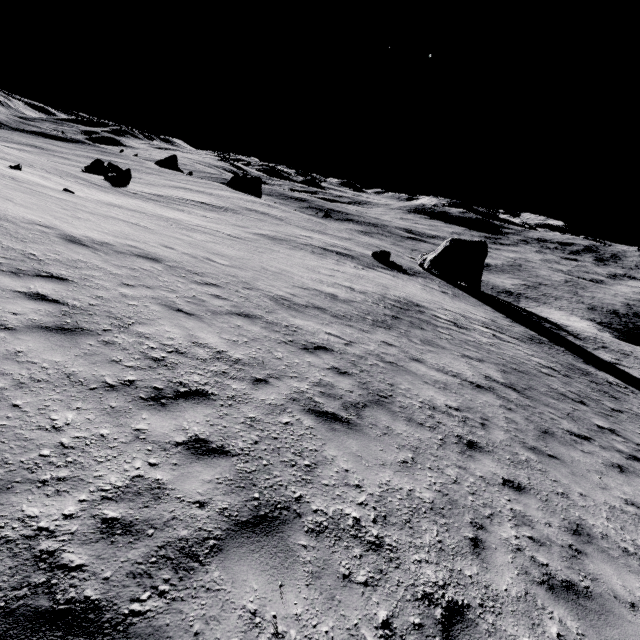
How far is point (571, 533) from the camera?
5.63m

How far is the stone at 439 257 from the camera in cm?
4056

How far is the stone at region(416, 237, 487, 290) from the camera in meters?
40.6 m
